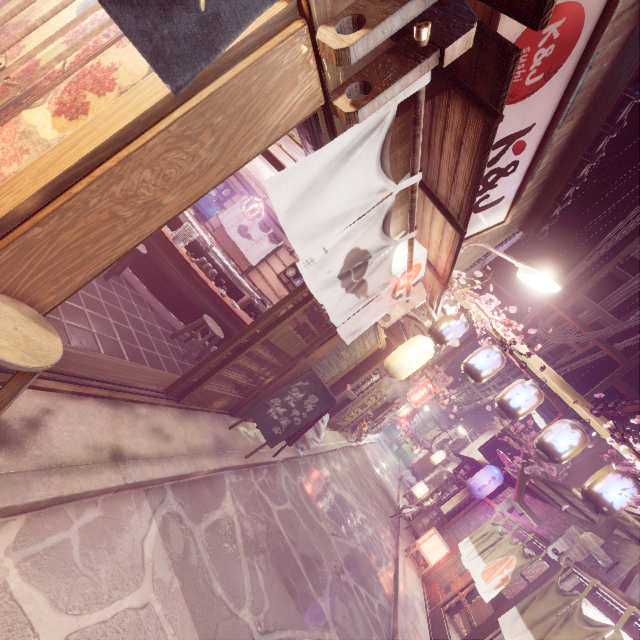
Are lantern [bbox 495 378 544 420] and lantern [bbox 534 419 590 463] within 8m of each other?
yes

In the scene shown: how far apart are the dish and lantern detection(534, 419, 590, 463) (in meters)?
11.35

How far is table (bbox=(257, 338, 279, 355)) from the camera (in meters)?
12.23

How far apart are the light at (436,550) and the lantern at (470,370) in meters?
10.7

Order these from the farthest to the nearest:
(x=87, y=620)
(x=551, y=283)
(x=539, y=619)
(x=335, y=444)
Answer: (x=335, y=444), (x=551, y=283), (x=539, y=619), (x=87, y=620)

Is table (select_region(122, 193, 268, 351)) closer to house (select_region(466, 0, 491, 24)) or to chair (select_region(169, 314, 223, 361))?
chair (select_region(169, 314, 223, 361))

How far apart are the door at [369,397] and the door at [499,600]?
9.23m

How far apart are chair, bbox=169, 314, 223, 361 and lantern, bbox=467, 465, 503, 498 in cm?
1641
